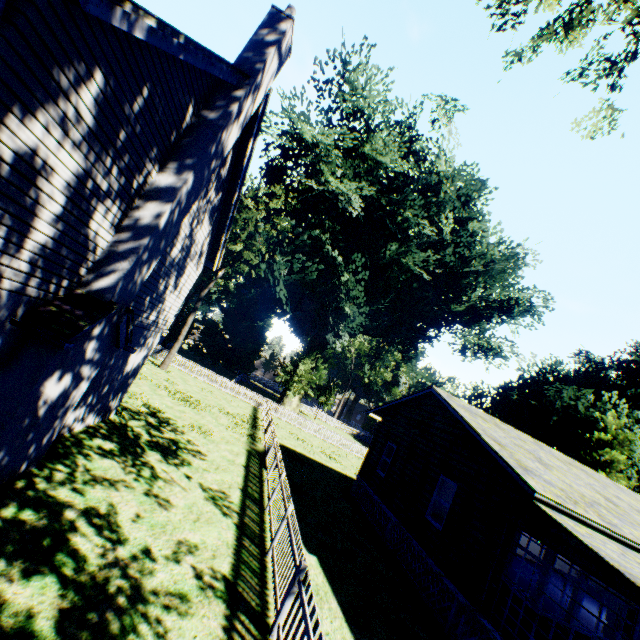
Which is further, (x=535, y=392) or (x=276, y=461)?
A: (x=535, y=392)

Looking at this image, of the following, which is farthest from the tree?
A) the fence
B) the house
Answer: the house

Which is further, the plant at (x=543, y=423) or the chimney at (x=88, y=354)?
the plant at (x=543, y=423)

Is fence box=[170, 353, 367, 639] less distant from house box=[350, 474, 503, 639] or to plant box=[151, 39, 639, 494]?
plant box=[151, 39, 639, 494]

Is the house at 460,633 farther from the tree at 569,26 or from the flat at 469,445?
the tree at 569,26

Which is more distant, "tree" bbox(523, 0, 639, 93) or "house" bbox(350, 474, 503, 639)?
"house" bbox(350, 474, 503, 639)

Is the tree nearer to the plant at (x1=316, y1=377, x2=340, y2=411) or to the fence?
the fence

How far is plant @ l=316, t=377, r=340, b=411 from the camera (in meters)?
49.68
